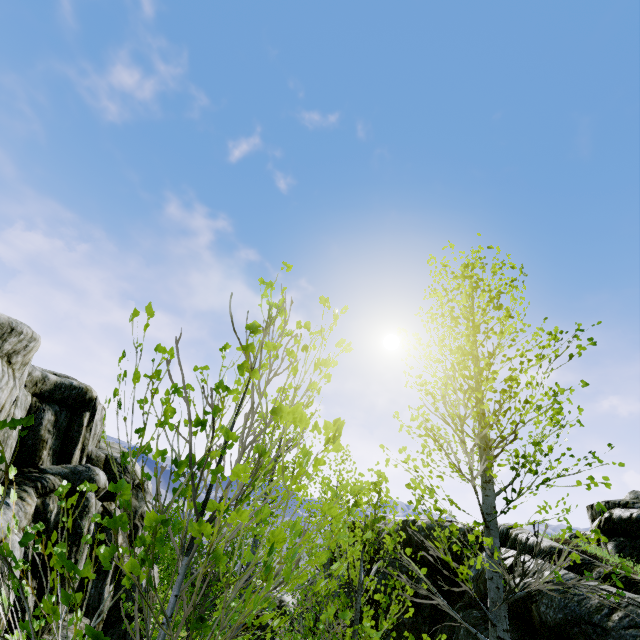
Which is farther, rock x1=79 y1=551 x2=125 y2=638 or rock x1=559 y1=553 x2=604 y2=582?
rock x1=79 y1=551 x2=125 y2=638

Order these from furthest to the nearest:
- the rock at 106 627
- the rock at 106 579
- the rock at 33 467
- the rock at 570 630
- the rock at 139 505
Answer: the rock at 139 505 → the rock at 106 627 → the rock at 106 579 → the rock at 33 467 → the rock at 570 630

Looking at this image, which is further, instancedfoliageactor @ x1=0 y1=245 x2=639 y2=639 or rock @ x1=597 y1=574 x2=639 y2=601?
rock @ x1=597 y1=574 x2=639 y2=601

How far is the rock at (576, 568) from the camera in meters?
5.4 m

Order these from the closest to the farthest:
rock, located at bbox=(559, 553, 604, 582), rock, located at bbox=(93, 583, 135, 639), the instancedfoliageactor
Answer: the instancedfoliageactor
rock, located at bbox=(559, 553, 604, 582)
rock, located at bbox=(93, 583, 135, 639)

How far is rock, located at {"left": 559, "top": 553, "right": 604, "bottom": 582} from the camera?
5.4m

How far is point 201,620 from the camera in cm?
109
